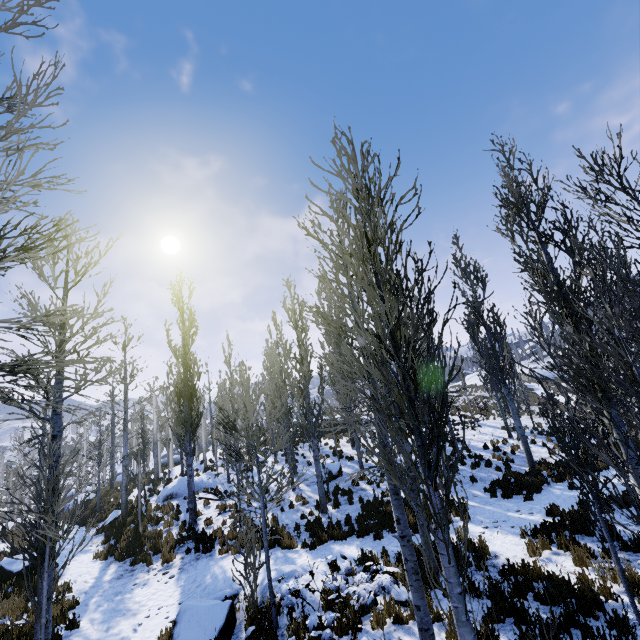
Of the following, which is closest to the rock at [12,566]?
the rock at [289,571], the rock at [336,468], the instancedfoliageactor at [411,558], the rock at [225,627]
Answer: the instancedfoliageactor at [411,558]

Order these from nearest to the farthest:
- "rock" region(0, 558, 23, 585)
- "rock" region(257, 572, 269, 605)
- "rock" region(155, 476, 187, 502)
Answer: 1. "rock" region(257, 572, 269, 605)
2. "rock" region(0, 558, 23, 585)
3. "rock" region(155, 476, 187, 502)

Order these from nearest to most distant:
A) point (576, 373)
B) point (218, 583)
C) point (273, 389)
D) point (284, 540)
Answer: point (576, 373), point (218, 583), point (284, 540), point (273, 389)

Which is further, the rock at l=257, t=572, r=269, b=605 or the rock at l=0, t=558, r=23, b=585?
the rock at l=0, t=558, r=23, b=585

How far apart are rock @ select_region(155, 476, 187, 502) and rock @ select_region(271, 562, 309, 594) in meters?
13.6

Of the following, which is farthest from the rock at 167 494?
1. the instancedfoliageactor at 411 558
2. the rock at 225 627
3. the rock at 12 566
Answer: the rock at 225 627

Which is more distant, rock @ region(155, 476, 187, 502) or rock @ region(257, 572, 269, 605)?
rock @ region(155, 476, 187, 502)

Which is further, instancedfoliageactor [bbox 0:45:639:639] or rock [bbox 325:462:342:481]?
rock [bbox 325:462:342:481]
